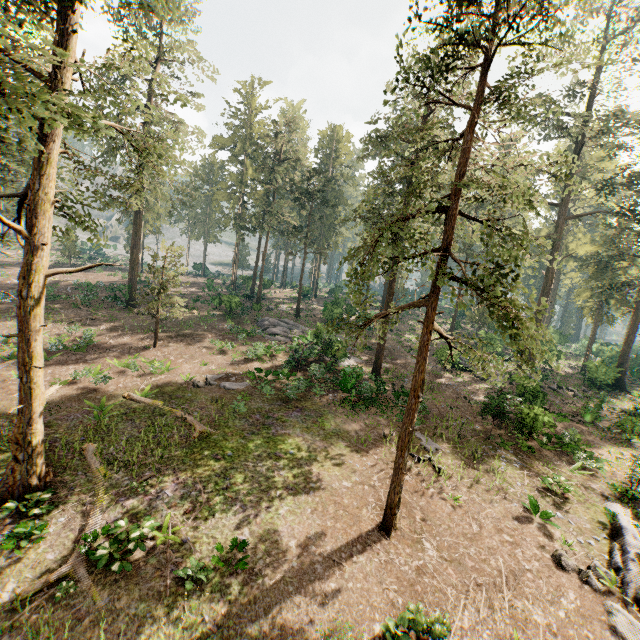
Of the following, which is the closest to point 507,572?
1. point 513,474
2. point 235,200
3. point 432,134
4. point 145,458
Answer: point 513,474

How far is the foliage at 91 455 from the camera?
12.9 meters

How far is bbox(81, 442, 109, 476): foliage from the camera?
12.9 meters

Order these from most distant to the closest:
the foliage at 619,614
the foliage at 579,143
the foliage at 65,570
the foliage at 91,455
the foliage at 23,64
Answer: the foliage at 91,455 → the foliage at 619,614 → the foliage at 579,143 → the foliage at 65,570 → the foliage at 23,64

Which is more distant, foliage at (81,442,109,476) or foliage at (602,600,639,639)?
foliage at (81,442,109,476)

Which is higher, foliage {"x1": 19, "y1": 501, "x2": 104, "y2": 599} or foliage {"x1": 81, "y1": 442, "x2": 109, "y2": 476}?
foliage {"x1": 81, "y1": 442, "x2": 109, "y2": 476}

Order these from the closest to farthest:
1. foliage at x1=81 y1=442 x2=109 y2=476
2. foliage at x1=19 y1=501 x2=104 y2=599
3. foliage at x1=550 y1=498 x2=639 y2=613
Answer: foliage at x1=19 y1=501 x2=104 y2=599 < foliage at x1=550 y1=498 x2=639 y2=613 < foliage at x1=81 y1=442 x2=109 y2=476
